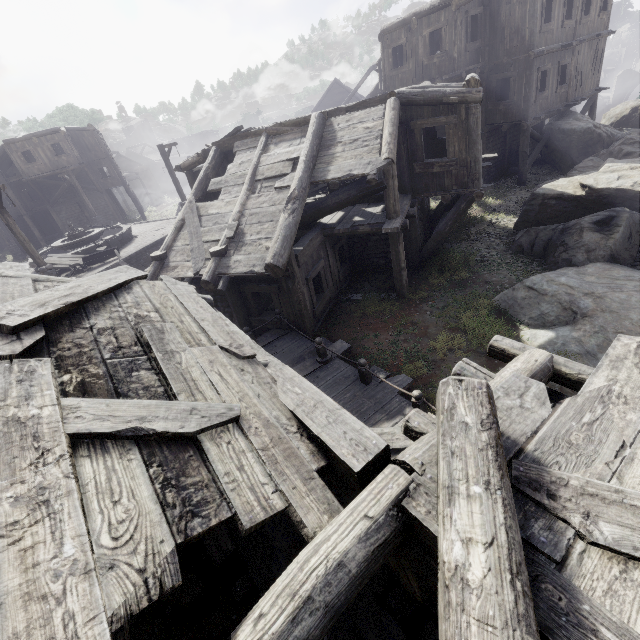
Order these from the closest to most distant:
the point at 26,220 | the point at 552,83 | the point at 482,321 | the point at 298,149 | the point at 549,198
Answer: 1. the point at 482,321
2. the point at 298,149
3. the point at 549,198
4. the point at 552,83
5. the point at 26,220

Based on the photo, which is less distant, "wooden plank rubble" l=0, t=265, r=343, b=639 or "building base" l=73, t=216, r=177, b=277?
"wooden plank rubble" l=0, t=265, r=343, b=639

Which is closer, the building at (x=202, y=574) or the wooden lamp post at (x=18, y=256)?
the building at (x=202, y=574)

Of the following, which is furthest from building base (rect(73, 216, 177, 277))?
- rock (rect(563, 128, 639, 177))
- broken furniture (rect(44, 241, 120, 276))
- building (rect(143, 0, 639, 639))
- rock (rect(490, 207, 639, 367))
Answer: rock (rect(490, 207, 639, 367))

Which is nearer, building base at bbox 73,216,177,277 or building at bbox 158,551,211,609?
building at bbox 158,551,211,609

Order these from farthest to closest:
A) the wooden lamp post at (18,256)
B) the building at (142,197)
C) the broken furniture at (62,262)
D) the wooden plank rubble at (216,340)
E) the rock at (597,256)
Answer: the wooden lamp post at (18,256) < the building at (142,197) < the broken furniture at (62,262) < the rock at (597,256) < the wooden plank rubble at (216,340)

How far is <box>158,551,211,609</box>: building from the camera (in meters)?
4.53

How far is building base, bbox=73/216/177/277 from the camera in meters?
17.3
